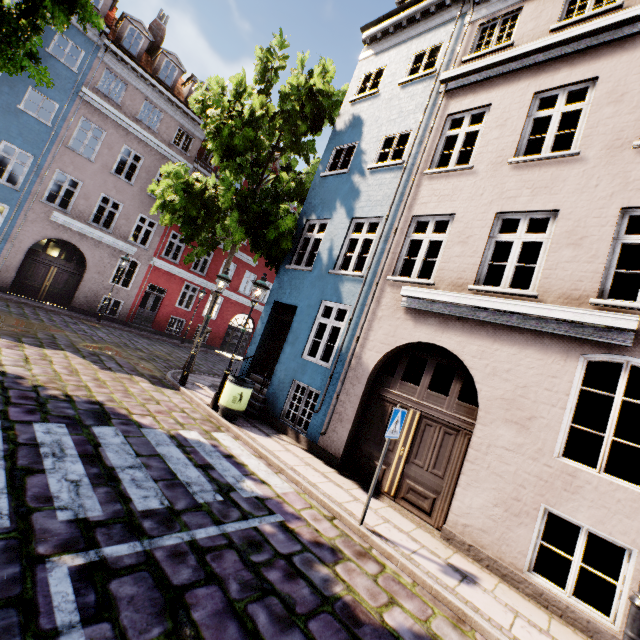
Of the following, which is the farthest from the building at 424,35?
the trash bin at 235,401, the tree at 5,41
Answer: the tree at 5,41

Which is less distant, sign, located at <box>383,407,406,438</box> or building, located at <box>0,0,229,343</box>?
sign, located at <box>383,407,406,438</box>

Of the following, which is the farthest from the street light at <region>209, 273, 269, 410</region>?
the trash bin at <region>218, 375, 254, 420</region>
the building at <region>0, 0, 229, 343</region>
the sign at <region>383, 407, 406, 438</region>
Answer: the sign at <region>383, 407, 406, 438</region>

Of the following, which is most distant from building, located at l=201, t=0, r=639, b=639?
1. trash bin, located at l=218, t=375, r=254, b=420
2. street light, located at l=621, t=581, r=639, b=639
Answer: street light, located at l=621, t=581, r=639, b=639

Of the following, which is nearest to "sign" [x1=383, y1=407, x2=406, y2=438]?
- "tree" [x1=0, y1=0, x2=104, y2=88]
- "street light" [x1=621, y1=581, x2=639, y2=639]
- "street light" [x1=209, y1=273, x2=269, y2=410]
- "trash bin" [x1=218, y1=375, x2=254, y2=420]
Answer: "street light" [x1=621, y1=581, x2=639, y2=639]

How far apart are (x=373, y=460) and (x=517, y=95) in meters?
9.1

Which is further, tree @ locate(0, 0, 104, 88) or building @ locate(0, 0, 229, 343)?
building @ locate(0, 0, 229, 343)

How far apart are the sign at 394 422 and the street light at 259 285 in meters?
4.9 m
